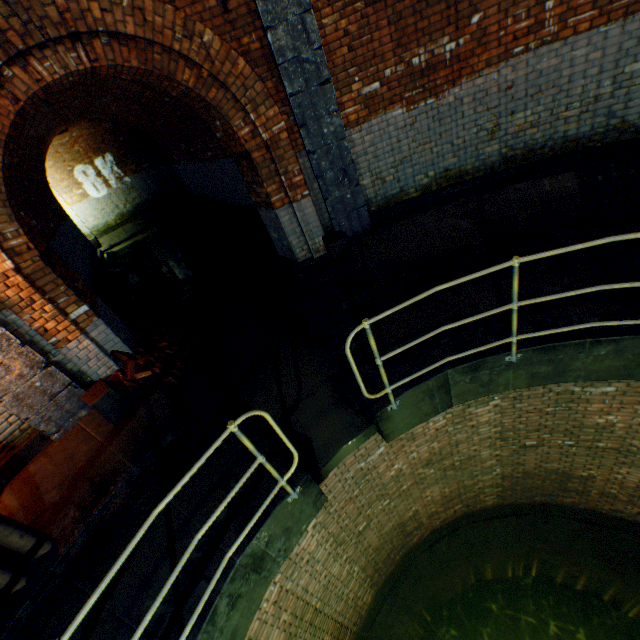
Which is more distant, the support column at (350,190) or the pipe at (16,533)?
the support column at (350,190)

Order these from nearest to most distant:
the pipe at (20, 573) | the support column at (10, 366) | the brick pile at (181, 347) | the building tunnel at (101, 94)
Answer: the pipe at (20, 573), the support column at (10, 366), the brick pile at (181, 347), the building tunnel at (101, 94)

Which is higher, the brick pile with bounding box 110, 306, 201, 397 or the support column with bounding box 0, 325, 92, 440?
the support column with bounding box 0, 325, 92, 440

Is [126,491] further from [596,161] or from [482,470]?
[596,161]

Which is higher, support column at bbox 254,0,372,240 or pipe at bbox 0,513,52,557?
support column at bbox 254,0,372,240

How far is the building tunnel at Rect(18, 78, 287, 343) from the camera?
7.70m

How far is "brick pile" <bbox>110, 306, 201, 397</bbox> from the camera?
5.0 meters

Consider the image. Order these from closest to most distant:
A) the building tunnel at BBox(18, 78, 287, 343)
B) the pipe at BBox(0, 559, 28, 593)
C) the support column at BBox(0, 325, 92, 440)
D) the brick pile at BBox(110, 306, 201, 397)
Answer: the pipe at BBox(0, 559, 28, 593)
the support column at BBox(0, 325, 92, 440)
the brick pile at BBox(110, 306, 201, 397)
the building tunnel at BBox(18, 78, 287, 343)
